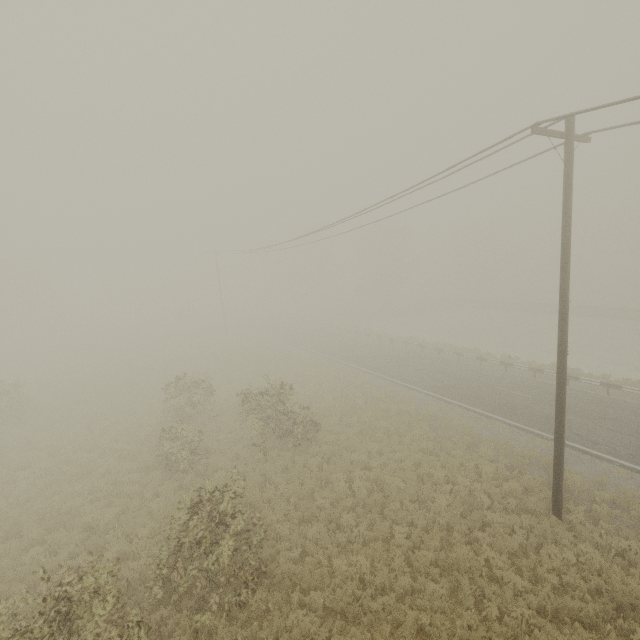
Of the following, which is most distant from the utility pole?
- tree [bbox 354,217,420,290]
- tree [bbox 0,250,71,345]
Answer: tree [bbox 0,250,71,345]

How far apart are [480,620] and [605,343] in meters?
35.4 m

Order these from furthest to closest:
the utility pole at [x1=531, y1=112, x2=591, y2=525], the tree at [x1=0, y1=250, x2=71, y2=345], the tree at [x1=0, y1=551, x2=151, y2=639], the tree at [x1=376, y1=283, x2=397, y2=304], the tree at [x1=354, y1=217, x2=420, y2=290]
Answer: the tree at [x1=376, y1=283, x2=397, y2=304] < the tree at [x1=354, y1=217, x2=420, y2=290] < the tree at [x1=0, y1=250, x2=71, y2=345] < the utility pole at [x1=531, y1=112, x2=591, y2=525] < the tree at [x1=0, y1=551, x2=151, y2=639]

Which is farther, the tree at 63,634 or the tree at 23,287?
the tree at 23,287

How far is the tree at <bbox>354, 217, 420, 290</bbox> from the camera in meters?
56.4

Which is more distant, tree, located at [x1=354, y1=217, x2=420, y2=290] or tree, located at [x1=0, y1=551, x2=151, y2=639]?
tree, located at [x1=354, y1=217, x2=420, y2=290]

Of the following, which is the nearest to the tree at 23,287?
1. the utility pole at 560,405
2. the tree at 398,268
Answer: the tree at 398,268

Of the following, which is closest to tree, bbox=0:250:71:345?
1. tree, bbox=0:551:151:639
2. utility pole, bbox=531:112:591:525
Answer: tree, bbox=0:551:151:639
